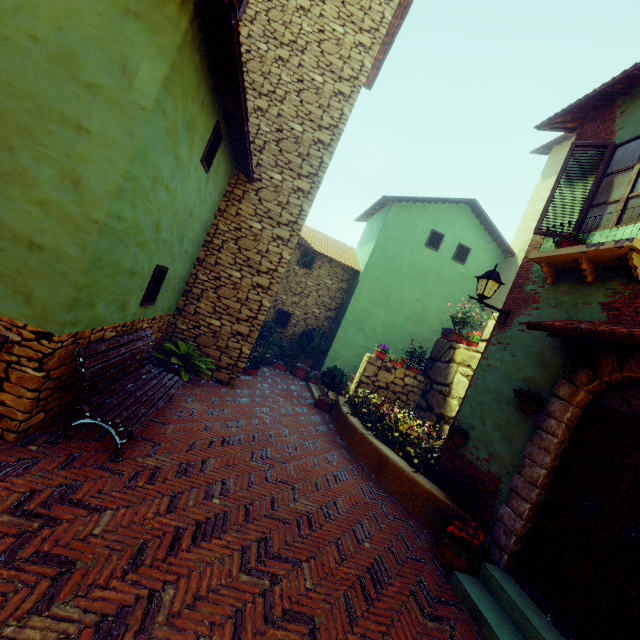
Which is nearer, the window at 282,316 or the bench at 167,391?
the bench at 167,391

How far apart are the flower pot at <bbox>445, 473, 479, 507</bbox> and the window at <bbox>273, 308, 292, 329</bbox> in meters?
8.3

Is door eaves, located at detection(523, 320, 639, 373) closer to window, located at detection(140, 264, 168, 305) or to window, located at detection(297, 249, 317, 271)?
window, located at detection(140, 264, 168, 305)

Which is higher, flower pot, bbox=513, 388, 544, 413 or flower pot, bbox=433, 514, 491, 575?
flower pot, bbox=513, 388, 544, 413

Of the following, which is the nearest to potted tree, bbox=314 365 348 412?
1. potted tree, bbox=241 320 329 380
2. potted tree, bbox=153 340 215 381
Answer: potted tree, bbox=241 320 329 380

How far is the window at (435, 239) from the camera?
12.28m

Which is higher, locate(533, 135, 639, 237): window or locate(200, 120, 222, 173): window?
locate(533, 135, 639, 237): window

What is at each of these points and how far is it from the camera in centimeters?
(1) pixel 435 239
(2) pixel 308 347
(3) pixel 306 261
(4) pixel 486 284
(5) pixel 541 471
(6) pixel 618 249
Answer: (1) window, 1237cm
(2) potted tree, 1188cm
(3) window, 1245cm
(4) street light, 552cm
(5) stone doorway, 409cm
(6) window sill, 392cm
